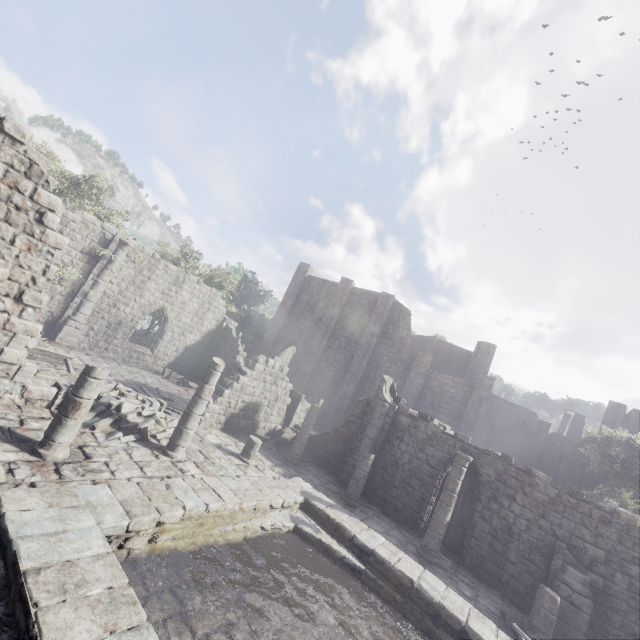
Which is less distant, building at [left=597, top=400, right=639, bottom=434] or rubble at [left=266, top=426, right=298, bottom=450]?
rubble at [left=266, top=426, right=298, bottom=450]

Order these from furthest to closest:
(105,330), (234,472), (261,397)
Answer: (105,330) → (261,397) → (234,472)

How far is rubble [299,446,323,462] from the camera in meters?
16.8 m

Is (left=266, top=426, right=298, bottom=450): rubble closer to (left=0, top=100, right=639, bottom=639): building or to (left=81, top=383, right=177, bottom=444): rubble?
(left=0, top=100, right=639, bottom=639): building

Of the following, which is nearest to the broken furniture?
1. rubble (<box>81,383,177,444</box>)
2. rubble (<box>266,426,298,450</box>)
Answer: rubble (<box>81,383,177,444</box>)

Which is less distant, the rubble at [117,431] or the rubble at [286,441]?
the rubble at [117,431]

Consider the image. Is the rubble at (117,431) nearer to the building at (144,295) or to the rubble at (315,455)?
the building at (144,295)

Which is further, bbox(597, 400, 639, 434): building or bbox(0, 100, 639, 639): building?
bbox(597, 400, 639, 434): building
